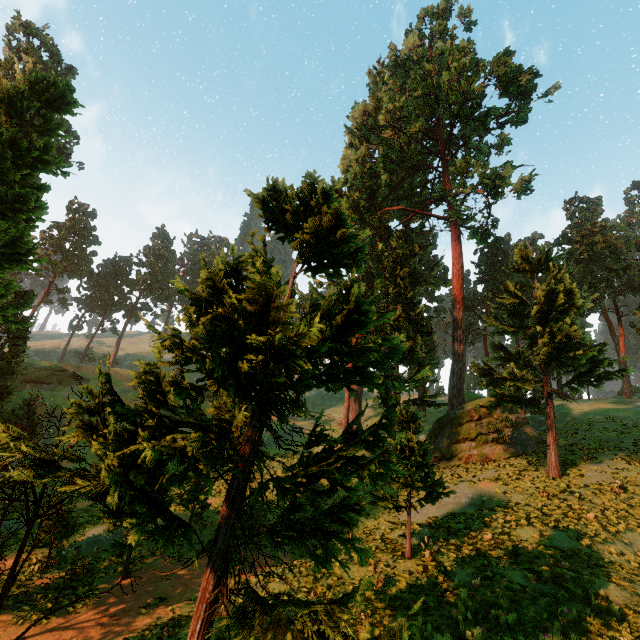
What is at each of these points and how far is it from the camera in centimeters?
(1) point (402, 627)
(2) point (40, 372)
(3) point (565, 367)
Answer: (1) treerock, 377cm
(2) rock, 4766cm
(3) treerock, 2116cm

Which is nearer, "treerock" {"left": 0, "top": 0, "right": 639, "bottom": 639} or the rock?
"treerock" {"left": 0, "top": 0, "right": 639, "bottom": 639}

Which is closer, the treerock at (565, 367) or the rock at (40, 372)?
the treerock at (565, 367)

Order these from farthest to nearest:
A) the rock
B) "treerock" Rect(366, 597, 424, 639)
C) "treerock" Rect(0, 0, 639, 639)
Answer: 1. the rock
2. "treerock" Rect(0, 0, 639, 639)
3. "treerock" Rect(366, 597, 424, 639)

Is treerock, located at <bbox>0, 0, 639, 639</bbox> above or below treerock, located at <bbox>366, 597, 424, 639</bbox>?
above

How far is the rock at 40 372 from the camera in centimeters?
4716cm

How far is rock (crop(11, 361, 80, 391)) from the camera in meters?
47.2 m
